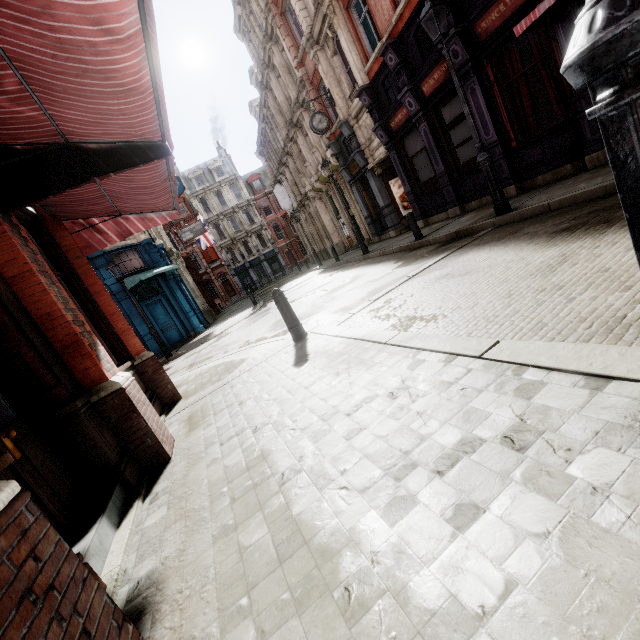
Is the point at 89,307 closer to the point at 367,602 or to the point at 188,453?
the point at 188,453

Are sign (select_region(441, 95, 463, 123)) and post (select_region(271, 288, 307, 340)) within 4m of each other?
no

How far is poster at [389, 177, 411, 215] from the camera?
16.8m

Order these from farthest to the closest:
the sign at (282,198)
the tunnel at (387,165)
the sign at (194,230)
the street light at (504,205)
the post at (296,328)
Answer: the sign at (282,198), the sign at (194,230), the tunnel at (387,165), the street light at (504,205), the post at (296,328)

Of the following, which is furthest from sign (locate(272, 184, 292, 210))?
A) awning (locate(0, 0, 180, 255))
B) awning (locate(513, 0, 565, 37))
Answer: awning (locate(0, 0, 180, 255))

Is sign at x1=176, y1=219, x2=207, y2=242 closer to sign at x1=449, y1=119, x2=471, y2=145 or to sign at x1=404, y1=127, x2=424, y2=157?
sign at x1=404, y1=127, x2=424, y2=157

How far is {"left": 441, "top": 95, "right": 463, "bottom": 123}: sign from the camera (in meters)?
10.09

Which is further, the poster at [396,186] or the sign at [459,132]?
the poster at [396,186]
